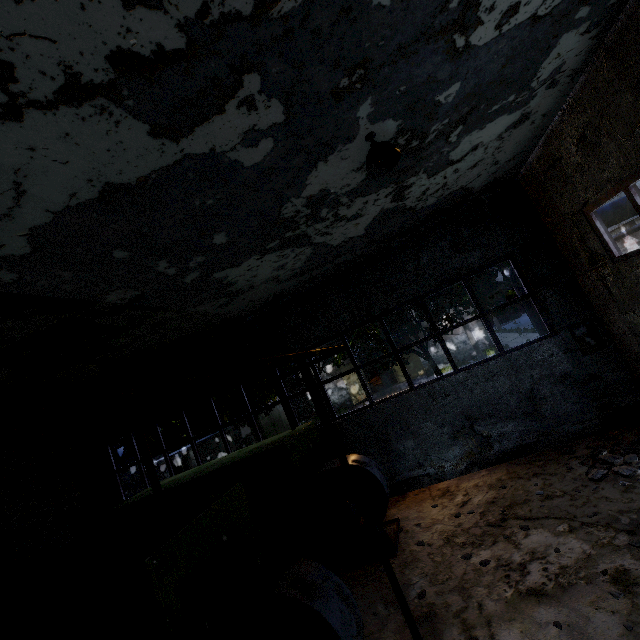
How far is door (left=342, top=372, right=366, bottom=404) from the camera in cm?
3061

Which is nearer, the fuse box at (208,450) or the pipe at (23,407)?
the pipe at (23,407)

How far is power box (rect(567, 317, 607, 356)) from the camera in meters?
8.1

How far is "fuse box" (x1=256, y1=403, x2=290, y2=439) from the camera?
25.14m

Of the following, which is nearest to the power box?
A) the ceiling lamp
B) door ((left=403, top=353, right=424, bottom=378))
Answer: the ceiling lamp

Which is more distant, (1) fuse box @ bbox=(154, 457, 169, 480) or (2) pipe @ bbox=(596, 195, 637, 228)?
(1) fuse box @ bbox=(154, 457, 169, 480)

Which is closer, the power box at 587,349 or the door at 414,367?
the power box at 587,349

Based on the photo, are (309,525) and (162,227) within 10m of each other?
yes
